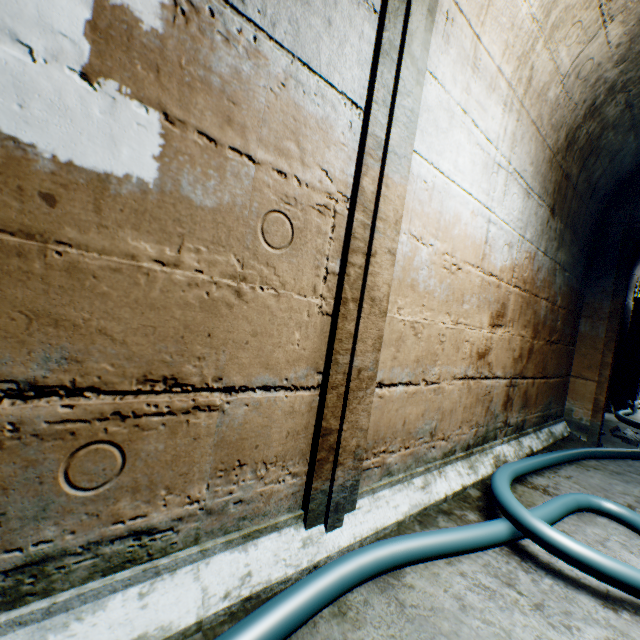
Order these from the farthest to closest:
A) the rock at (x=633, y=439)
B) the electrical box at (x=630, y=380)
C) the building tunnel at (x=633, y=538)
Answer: the electrical box at (x=630, y=380)
the rock at (x=633, y=439)
the building tunnel at (x=633, y=538)

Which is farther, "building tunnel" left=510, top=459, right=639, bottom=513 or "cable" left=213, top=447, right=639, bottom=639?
"building tunnel" left=510, top=459, right=639, bottom=513

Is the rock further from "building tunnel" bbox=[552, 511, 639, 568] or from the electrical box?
the electrical box

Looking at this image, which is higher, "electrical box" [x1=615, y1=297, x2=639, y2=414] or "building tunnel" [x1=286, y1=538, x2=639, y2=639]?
"electrical box" [x1=615, y1=297, x2=639, y2=414]

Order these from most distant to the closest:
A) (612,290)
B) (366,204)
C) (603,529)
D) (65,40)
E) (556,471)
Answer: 1. (612,290)
2. (556,471)
3. (603,529)
4. (366,204)
5. (65,40)

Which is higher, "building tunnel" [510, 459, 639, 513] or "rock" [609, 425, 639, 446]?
"rock" [609, 425, 639, 446]

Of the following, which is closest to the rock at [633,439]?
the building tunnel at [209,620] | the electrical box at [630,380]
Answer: the building tunnel at [209,620]
